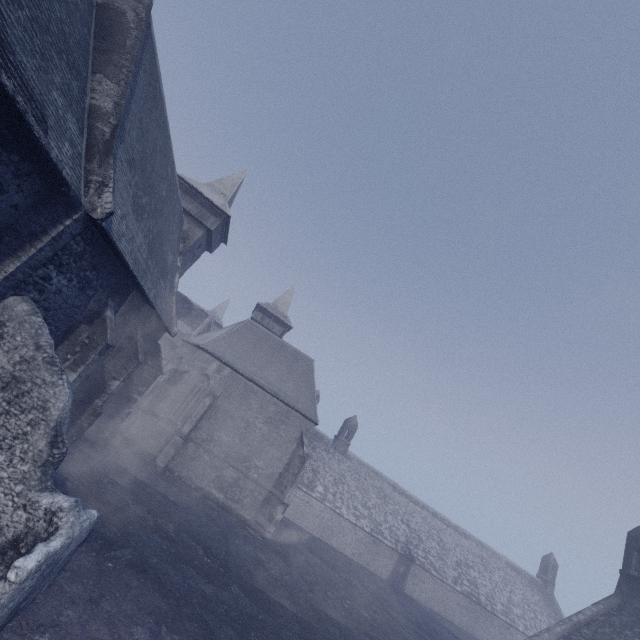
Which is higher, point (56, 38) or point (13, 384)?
point (56, 38)
